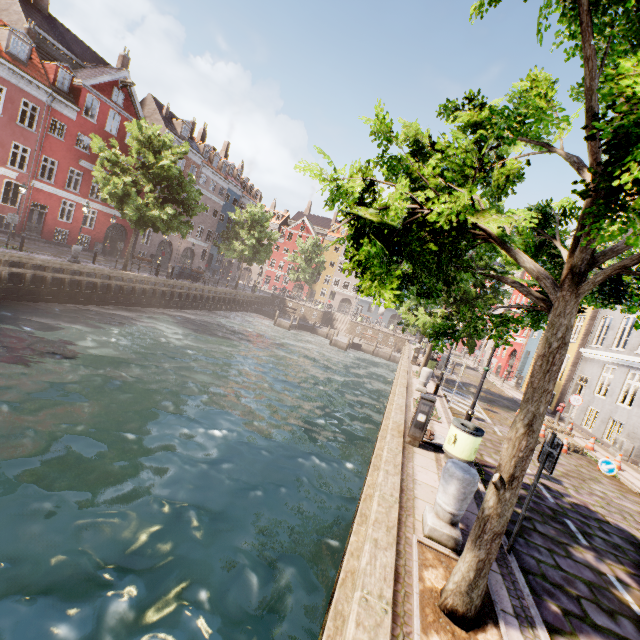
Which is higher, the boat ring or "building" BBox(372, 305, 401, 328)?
"building" BBox(372, 305, 401, 328)

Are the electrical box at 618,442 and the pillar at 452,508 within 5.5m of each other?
no

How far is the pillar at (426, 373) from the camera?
14.2m

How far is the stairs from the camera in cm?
4544

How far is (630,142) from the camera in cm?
166

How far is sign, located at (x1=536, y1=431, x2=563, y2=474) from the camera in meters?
4.5 m

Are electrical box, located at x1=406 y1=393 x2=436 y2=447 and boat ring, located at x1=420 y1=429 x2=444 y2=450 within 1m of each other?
yes

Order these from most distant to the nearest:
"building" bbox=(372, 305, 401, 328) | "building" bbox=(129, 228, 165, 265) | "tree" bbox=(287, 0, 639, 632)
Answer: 1. "building" bbox=(372, 305, 401, 328)
2. "building" bbox=(129, 228, 165, 265)
3. "tree" bbox=(287, 0, 639, 632)
